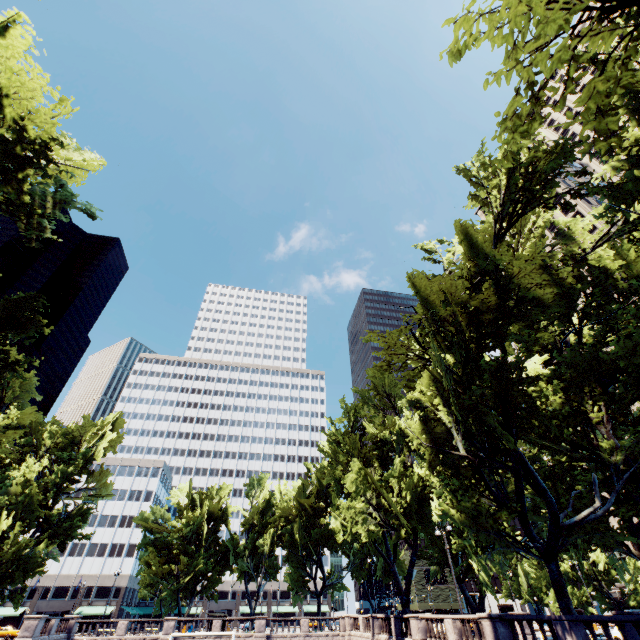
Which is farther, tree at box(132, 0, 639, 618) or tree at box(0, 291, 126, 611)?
tree at box(0, 291, 126, 611)

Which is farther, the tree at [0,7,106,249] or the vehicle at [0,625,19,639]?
the vehicle at [0,625,19,639]

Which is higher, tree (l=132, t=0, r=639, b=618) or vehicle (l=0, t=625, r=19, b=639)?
tree (l=132, t=0, r=639, b=618)

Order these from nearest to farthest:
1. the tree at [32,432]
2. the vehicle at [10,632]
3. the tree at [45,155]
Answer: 1. the tree at [45,155]
2. the tree at [32,432]
3. the vehicle at [10,632]

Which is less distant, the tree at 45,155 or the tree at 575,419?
the tree at 575,419

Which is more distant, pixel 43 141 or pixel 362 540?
pixel 362 540
